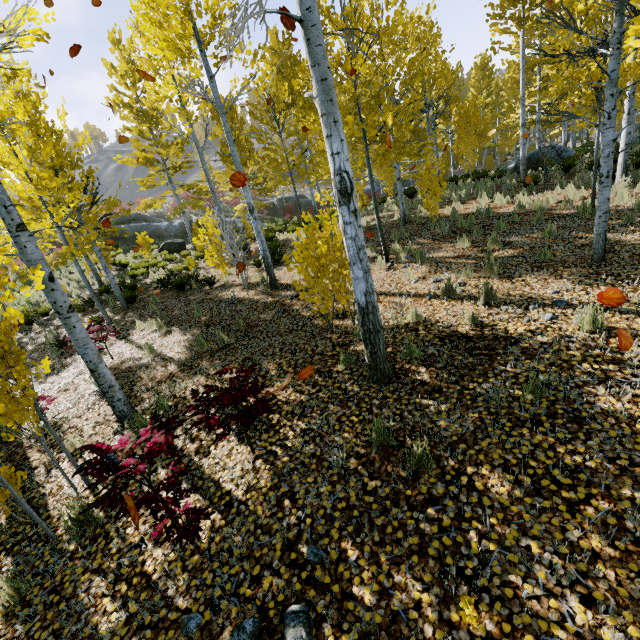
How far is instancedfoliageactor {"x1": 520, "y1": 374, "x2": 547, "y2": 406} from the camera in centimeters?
342cm

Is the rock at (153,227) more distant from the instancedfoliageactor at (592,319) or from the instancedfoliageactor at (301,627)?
the instancedfoliageactor at (301,627)

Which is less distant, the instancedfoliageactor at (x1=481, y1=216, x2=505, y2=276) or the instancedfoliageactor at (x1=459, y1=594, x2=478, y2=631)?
the instancedfoliageactor at (x1=459, y1=594, x2=478, y2=631)

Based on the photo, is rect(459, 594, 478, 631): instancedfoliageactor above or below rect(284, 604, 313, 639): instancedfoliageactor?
above

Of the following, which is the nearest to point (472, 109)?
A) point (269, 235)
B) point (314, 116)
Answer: point (269, 235)

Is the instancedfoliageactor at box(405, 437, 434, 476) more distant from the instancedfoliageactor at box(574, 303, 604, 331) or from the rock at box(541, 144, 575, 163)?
the rock at box(541, 144, 575, 163)

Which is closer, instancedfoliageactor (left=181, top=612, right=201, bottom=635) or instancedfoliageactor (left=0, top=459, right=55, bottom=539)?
instancedfoliageactor (left=181, top=612, right=201, bottom=635)

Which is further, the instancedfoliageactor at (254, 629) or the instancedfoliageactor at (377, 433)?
the instancedfoliageactor at (377, 433)
